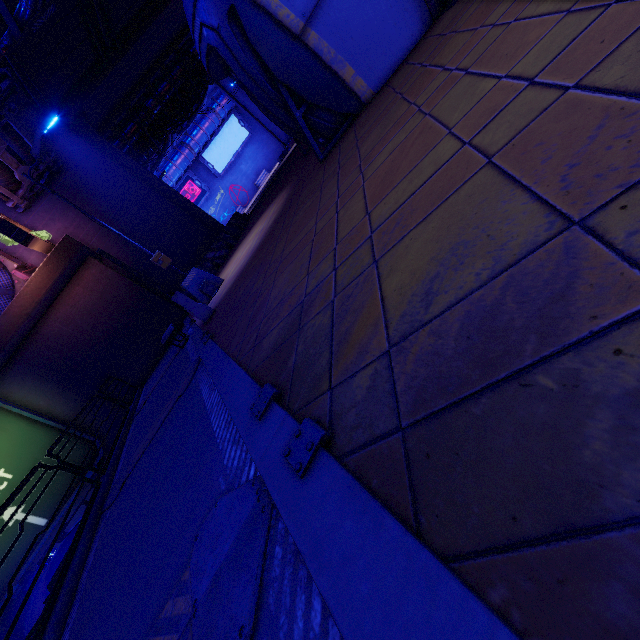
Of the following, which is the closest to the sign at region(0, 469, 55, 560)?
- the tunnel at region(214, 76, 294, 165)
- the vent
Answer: the vent

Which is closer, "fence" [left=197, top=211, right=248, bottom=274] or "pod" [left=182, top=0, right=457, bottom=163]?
"pod" [left=182, top=0, right=457, bottom=163]

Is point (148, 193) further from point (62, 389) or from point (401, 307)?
point (401, 307)

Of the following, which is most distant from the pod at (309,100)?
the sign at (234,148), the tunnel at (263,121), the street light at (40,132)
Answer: the sign at (234,148)

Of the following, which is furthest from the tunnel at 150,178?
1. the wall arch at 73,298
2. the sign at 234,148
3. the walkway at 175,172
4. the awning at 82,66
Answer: the sign at 234,148

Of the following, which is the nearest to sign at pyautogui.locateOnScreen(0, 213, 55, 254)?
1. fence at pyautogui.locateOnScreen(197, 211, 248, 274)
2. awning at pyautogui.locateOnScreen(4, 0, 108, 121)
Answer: awning at pyautogui.locateOnScreen(4, 0, 108, 121)

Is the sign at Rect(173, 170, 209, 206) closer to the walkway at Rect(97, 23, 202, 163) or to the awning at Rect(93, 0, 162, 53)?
the walkway at Rect(97, 23, 202, 163)

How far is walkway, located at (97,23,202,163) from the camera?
19.3m
